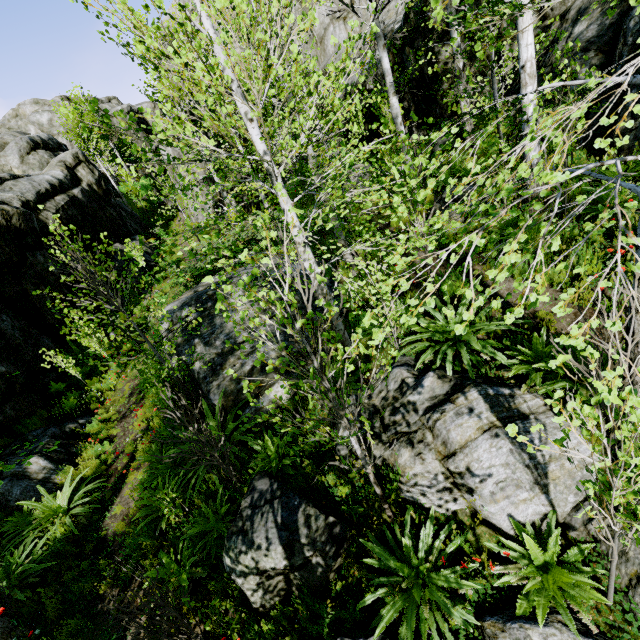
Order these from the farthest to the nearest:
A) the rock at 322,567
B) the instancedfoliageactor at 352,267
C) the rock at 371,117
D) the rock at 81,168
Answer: the rock at 371,117 → the rock at 81,168 → the rock at 322,567 → the instancedfoliageactor at 352,267

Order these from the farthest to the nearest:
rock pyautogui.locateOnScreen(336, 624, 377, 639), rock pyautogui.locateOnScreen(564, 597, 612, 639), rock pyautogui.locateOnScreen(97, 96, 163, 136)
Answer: rock pyautogui.locateOnScreen(97, 96, 163, 136) → rock pyautogui.locateOnScreen(336, 624, 377, 639) → rock pyautogui.locateOnScreen(564, 597, 612, 639)

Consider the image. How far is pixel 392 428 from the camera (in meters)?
4.56

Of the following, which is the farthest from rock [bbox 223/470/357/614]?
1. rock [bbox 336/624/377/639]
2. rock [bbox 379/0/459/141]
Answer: rock [bbox 379/0/459/141]

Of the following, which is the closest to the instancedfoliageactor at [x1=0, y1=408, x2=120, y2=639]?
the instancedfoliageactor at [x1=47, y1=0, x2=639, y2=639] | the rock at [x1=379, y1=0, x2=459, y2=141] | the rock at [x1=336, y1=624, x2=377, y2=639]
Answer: the rock at [x1=379, y1=0, x2=459, y2=141]

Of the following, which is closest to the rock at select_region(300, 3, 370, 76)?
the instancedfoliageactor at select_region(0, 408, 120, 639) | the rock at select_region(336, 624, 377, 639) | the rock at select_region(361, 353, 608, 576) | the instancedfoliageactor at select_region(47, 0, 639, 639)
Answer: the instancedfoliageactor at select_region(0, 408, 120, 639)

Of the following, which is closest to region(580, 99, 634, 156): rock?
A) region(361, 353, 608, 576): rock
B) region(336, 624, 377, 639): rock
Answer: region(361, 353, 608, 576): rock

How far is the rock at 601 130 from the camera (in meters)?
6.46
